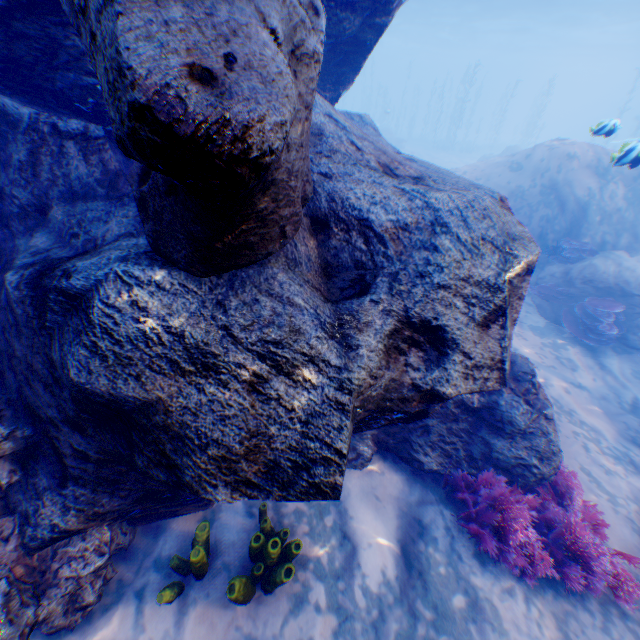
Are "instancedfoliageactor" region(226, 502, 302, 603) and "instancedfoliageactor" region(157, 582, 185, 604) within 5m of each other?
yes

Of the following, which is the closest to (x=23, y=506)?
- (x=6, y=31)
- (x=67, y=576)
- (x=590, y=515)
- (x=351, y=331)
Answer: (x=67, y=576)

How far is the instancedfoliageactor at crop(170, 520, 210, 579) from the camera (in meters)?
2.70

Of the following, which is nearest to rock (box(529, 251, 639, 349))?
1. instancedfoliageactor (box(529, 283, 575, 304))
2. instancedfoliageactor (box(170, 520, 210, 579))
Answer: instancedfoliageactor (box(529, 283, 575, 304))

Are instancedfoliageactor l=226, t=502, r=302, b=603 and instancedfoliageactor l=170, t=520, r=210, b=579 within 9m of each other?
yes

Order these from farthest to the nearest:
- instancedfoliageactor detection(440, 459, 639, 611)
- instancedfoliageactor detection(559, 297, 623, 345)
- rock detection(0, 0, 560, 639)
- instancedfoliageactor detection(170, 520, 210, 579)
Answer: instancedfoliageactor detection(559, 297, 623, 345), instancedfoliageactor detection(440, 459, 639, 611), instancedfoliageactor detection(170, 520, 210, 579), rock detection(0, 0, 560, 639)

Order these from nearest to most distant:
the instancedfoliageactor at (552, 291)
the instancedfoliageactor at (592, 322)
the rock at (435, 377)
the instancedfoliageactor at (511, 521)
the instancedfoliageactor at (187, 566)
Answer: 1. the rock at (435, 377)
2. the instancedfoliageactor at (187, 566)
3. the instancedfoliageactor at (511, 521)
4. the instancedfoliageactor at (592, 322)
5. the instancedfoliageactor at (552, 291)

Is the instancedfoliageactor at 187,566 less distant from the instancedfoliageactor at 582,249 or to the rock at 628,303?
the rock at 628,303
